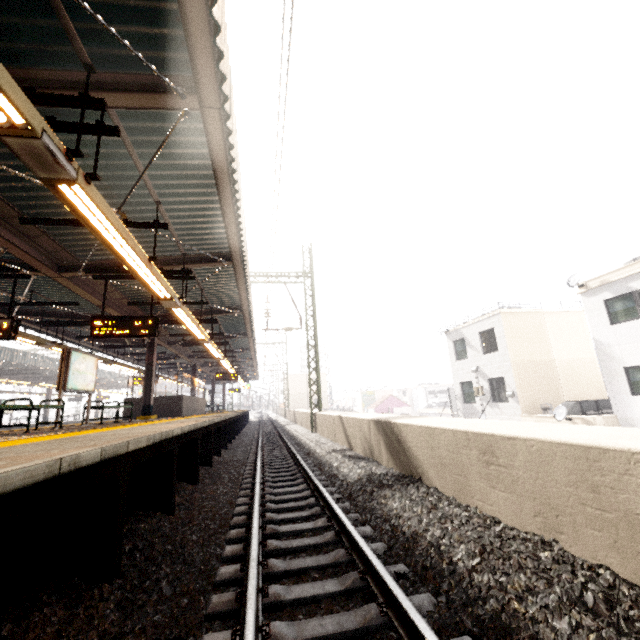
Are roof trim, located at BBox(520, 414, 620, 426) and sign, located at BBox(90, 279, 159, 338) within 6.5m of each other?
no

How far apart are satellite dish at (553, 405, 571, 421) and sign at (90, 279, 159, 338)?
16.8m

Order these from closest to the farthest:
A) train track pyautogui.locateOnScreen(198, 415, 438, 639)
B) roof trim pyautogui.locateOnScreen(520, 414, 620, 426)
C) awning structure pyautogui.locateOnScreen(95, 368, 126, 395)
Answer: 1. train track pyautogui.locateOnScreen(198, 415, 438, 639)
2. roof trim pyautogui.locateOnScreen(520, 414, 620, 426)
3. awning structure pyautogui.locateOnScreen(95, 368, 126, 395)

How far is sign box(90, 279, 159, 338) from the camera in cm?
796

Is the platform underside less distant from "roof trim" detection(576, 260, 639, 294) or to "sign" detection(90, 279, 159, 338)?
"sign" detection(90, 279, 159, 338)

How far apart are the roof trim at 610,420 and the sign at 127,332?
17.16m

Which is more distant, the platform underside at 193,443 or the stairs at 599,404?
the stairs at 599,404

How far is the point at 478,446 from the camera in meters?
3.8
